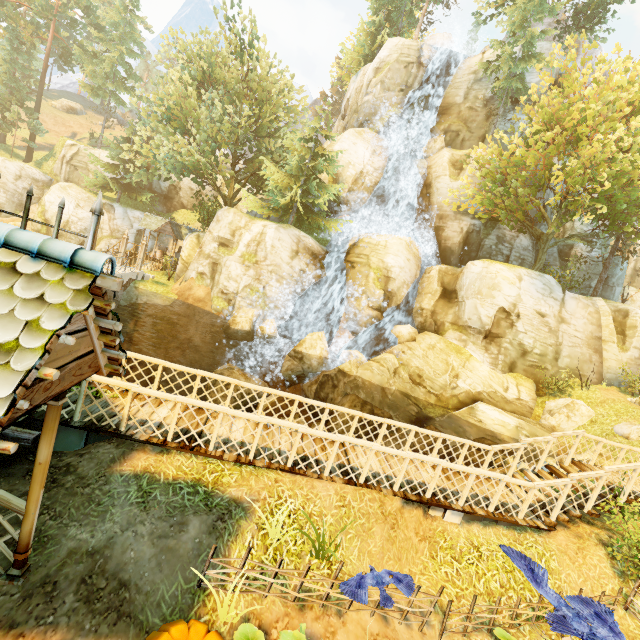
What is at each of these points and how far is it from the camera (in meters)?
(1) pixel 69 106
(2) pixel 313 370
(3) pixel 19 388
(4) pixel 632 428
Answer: (1) rock, 57.94
(2) rock, 20.66
(3) building, 2.32
(4) rock, 15.05

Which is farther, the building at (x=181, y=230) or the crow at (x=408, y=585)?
the building at (x=181, y=230)

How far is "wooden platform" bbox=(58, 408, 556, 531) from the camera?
6.3 meters

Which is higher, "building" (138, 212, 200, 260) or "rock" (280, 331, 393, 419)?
"building" (138, 212, 200, 260)

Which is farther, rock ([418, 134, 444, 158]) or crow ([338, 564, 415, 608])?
rock ([418, 134, 444, 158])

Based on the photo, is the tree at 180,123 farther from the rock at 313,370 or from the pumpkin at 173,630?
the rock at 313,370

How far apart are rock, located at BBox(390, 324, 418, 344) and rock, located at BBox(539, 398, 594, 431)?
8.1m

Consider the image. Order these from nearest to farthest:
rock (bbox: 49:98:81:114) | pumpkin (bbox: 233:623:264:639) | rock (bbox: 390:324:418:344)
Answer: pumpkin (bbox: 233:623:264:639) < rock (bbox: 390:324:418:344) < rock (bbox: 49:98:81:114)
